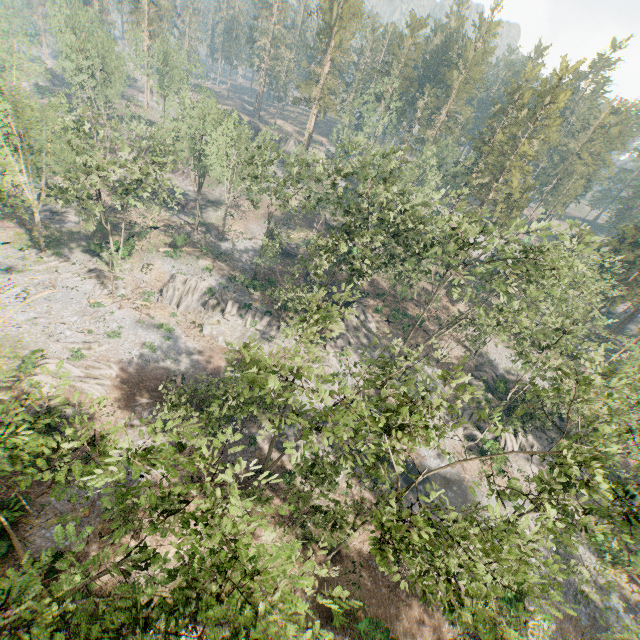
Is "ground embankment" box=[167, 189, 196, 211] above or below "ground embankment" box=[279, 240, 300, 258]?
below

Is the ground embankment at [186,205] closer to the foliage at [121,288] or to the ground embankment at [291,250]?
the foliage at [121,288]

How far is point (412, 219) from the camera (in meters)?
35.28

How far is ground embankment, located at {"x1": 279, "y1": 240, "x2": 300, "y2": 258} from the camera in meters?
55.7

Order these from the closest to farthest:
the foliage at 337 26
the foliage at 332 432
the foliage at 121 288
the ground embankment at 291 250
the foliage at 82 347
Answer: the foliage at 332 432, the foliage at 82 347, the foliage at 121 288, the ground embankment at 291 250, the foliage at 337 26

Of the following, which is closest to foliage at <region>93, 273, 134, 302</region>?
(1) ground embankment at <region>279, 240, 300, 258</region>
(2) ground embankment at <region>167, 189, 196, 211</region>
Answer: (2) ground embankment at <region>167, 189, 196, 211</region>

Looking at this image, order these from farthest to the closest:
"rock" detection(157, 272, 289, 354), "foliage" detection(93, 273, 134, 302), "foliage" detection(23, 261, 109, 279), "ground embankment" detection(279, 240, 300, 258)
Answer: "ground embankment" detection(279, 240, 300, 258)
"rock" detection(157, 272, 289, 354)
"foliage" detection(93, 273, 134, 302)
"foliage" detection(23, 261, 109, 279)
